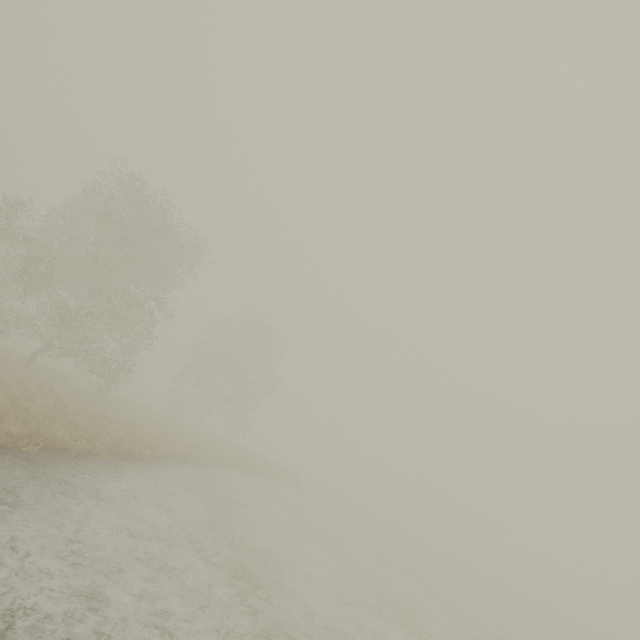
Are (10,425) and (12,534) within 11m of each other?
yes
